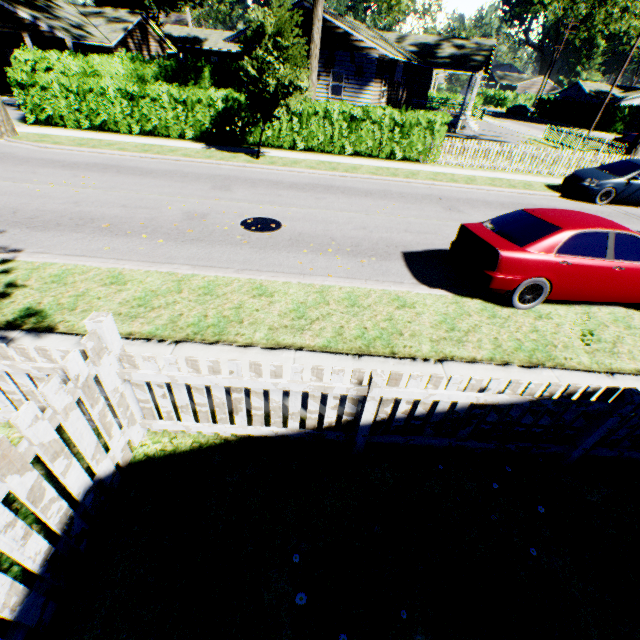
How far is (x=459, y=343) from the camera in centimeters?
532cm

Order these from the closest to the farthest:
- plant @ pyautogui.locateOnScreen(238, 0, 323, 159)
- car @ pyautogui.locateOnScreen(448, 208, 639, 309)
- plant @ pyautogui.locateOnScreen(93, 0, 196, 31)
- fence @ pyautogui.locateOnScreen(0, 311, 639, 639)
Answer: fence @ pyautogui.locateOnScreen(0, 311, 639, 639), car @ pyautogui.locateOnScreen(448, 208, 639, 309), plant @ pyautogui.locateOnScreen(238, 0, 323, 159), plant @ pyautogui.locateOnScreen(93, 0, 196, 31)

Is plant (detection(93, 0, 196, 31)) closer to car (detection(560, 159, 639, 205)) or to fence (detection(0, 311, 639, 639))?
fence (detection(0, 311, 639, 639))

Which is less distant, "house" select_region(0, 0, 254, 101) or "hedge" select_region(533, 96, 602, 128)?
"house" select_region(0, 0, 254, 101)

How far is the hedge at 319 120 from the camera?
15.4m

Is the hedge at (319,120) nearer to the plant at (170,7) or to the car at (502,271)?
the plant at (170,7)

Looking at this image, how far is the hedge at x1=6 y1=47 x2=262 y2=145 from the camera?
14.9 meters

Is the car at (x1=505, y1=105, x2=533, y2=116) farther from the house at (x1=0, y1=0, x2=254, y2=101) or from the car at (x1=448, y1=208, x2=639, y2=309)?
the car at (x1=448, y1=208, x2=639, y2=309)
